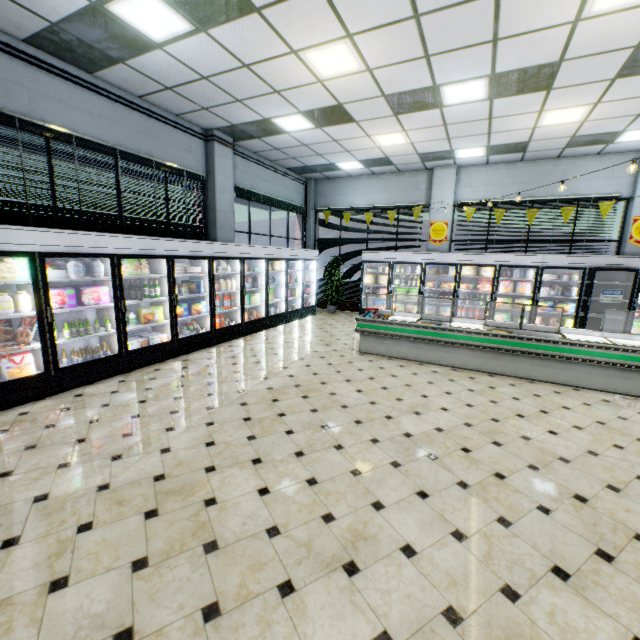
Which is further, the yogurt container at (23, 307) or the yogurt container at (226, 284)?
the yogurt container at (226, 284)

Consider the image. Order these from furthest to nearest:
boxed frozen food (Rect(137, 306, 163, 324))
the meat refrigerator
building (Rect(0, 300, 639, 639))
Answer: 1. boxed frozen food (Rect(137, 306, 163, 324))
2. the meat refrigerator
3. building (Rect(0, 300, 639, 639))

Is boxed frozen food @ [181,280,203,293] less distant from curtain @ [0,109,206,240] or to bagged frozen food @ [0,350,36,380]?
curtain @ [0,109,206,240]

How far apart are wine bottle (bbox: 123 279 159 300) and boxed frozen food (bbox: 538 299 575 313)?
10.1m

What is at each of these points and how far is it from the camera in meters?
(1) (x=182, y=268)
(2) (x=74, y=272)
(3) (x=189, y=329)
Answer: (1) egg carton, 6.5
(2) yogurt container, 4.7
(3) meat chub, 7.0

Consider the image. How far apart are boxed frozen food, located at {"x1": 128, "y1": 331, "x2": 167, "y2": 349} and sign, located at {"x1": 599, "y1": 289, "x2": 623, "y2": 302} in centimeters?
1034cm

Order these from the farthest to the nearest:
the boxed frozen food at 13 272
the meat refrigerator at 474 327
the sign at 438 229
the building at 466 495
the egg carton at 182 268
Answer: the sign at 438 229
the egg carton at 182 268
the meat refrigerator at 474 327
the boxed frozen food at 13 272
the building at 466 495

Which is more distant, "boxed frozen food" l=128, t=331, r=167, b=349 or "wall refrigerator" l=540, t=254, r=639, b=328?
"wall refrigerator" l=540, t=254, r=639, b=328
